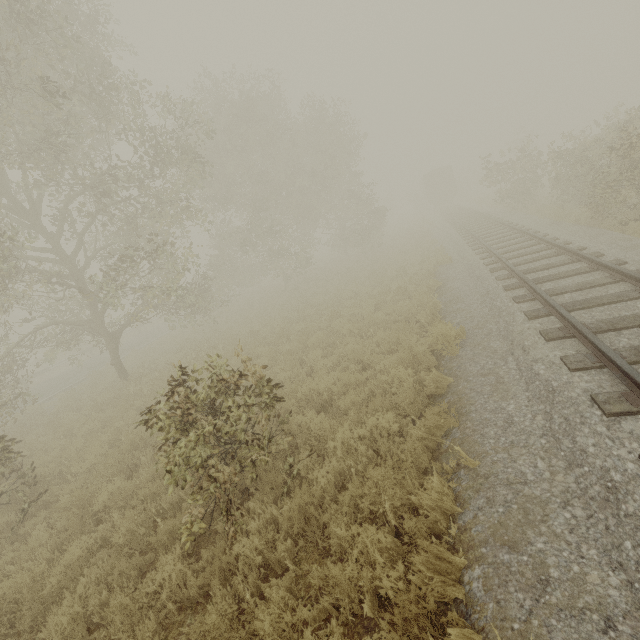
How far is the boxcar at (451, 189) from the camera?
40.28m

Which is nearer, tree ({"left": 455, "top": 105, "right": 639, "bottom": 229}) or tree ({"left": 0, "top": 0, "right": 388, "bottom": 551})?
tree ({"left": 0, "top": 0, "right": 388, "bottom": 551})

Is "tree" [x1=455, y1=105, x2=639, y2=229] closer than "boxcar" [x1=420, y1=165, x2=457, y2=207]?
Yes

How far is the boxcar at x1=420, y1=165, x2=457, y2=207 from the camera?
40.3 meters

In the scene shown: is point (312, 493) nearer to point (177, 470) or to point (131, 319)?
point (177, 470)

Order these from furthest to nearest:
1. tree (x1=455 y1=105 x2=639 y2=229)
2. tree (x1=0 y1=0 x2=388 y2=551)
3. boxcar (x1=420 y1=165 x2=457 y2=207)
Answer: boxcar (x1=420 y1=165 x2=457 y2=207), tree (x1=455 y1=105 x2=639 y2=229), tree (x1=0 y1=0 x2=388 y2=551)

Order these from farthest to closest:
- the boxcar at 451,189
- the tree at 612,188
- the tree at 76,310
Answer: the boxcar at 451,189, the tree at 612,188, the tree at 76,310
